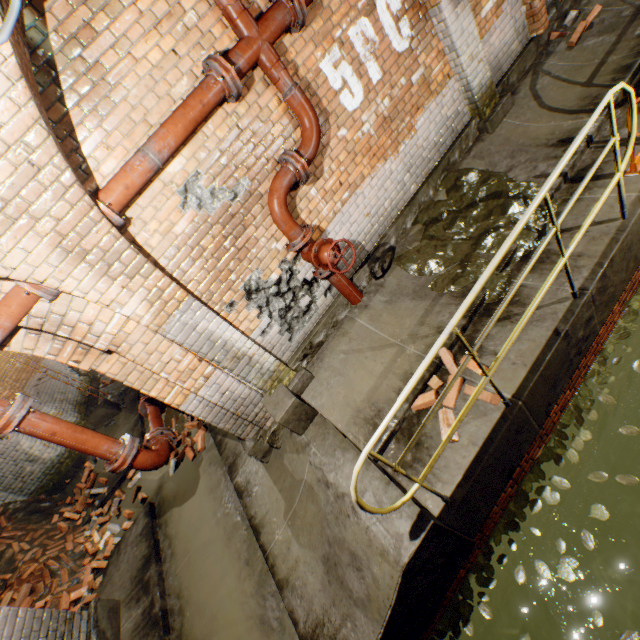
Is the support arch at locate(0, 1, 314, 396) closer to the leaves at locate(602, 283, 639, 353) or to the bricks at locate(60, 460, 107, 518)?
the leaves at locate(602, 283, 639, 353)

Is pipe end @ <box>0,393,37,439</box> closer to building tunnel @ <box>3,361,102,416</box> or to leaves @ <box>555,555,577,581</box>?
building tunnel @ <box>3,361,102,416</box>

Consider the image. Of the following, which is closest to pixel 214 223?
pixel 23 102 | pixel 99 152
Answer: pixel 99 152

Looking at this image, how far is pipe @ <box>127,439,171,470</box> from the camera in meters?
3.4

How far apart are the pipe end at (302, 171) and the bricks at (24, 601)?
7.9 meters

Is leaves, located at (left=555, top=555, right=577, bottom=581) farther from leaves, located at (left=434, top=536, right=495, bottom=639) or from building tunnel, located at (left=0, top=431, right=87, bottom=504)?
building tunnel, located at (left=0, top=431, right=87, bottom=504)

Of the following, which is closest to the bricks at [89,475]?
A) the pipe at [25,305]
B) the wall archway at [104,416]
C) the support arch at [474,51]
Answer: the wall archway at [104,416]

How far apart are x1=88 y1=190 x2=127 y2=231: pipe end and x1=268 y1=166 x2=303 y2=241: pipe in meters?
1.4
